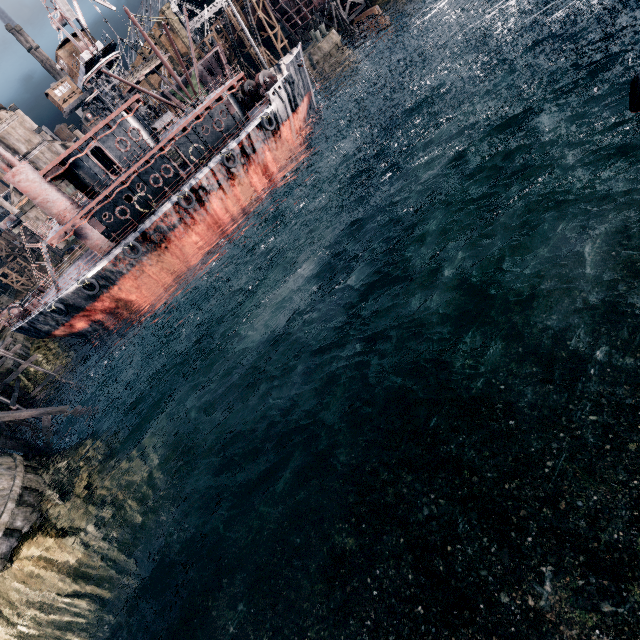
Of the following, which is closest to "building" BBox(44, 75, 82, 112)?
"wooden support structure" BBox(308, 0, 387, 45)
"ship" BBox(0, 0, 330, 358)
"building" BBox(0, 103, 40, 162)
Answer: "building" BBox(0, 103, 40, 162)

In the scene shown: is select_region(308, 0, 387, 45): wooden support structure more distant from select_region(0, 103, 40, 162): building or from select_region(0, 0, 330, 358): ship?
select_region(0, 103, 40, 162): building

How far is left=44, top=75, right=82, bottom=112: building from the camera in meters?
54.6

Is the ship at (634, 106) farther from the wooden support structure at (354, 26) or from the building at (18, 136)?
the building at (18, 136)

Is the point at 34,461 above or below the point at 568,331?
above

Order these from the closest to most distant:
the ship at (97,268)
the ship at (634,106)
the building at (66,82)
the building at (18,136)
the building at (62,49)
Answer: the ship at (634,106), the ship at (97,268), the building at (62,49), the building at (66,82), the building at (18,136)

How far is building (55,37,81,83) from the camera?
40.3 meters
